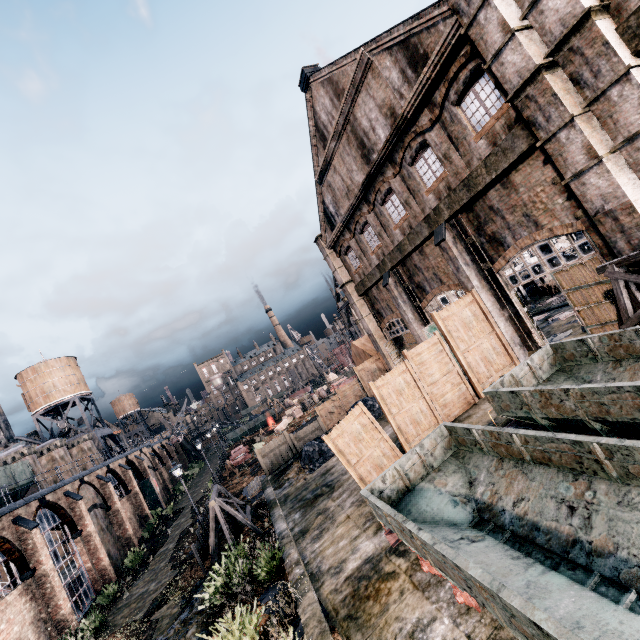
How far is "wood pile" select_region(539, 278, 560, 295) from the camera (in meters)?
28.64

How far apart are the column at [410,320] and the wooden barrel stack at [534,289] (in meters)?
15.97

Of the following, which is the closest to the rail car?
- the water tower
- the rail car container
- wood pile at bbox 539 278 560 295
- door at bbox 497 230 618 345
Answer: door at bbox 497 230 618 345

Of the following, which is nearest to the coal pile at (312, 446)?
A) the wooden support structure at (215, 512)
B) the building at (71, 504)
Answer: the wooden support structure at (215, 512)

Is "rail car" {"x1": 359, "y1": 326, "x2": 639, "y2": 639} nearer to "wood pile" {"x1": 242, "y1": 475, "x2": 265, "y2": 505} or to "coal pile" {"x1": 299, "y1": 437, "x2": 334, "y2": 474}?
"coal pile" {"x1": 299, "y1": 437, "x2": 334, "y2": 474}

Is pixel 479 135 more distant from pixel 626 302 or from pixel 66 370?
pixel 66 370

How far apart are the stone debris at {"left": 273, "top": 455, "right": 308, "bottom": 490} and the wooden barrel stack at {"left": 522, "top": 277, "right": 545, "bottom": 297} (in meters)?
26.77

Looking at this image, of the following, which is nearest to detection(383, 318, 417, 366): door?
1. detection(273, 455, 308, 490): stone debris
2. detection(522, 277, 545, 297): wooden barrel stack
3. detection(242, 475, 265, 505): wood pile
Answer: detection(273, 455, 308, 490): stone debris
